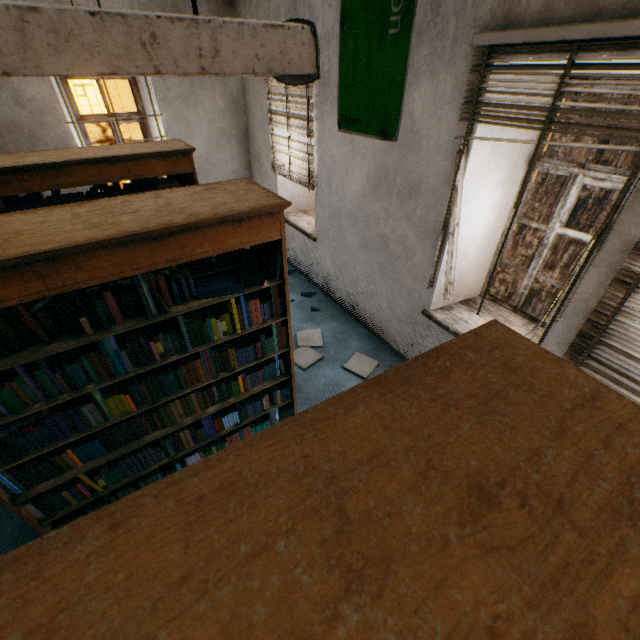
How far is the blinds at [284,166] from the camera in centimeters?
394cm

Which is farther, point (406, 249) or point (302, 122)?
point (302, 122)

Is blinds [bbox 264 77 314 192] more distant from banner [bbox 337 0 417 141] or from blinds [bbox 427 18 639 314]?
blinds [bbox 427 18 639 314]

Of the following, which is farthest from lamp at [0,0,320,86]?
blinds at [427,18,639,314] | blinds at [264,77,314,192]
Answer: blinds at [264,77,314,192]

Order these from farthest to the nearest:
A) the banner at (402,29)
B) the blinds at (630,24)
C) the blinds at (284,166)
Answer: the blinds at (284,166)
the banner at (402,29)
the blinds at (630,24)

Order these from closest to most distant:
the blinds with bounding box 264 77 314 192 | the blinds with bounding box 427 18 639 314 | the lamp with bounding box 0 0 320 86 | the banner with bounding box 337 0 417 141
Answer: the lamp with bounding box 0 0 320 86 → the blinds with bounding box 427 18 639 314 → the banner with bounding box 337 0 417 141 → the blinds with bounding box 264 77 314 192

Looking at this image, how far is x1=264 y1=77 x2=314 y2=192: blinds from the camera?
3.9 meters

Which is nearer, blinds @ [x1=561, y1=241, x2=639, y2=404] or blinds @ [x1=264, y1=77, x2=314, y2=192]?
blinds @ [x1=561, y1=241, x2=639, y2=404]
